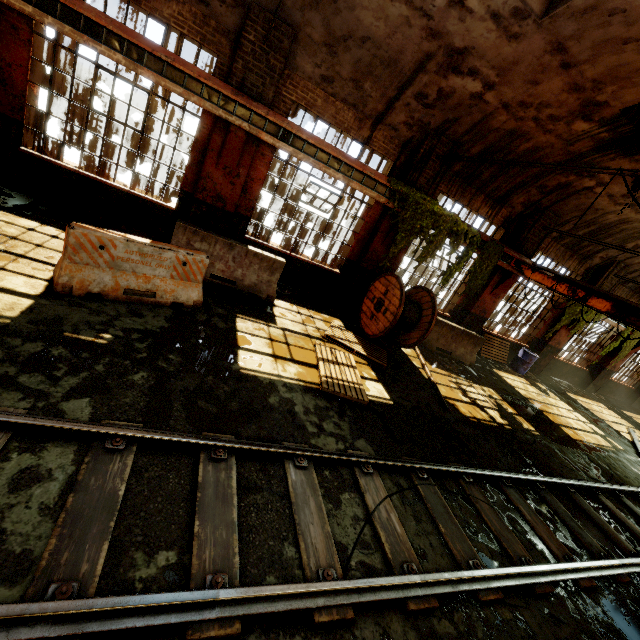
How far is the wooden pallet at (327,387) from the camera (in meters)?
5.75

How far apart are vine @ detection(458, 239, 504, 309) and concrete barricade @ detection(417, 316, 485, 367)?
0.9m

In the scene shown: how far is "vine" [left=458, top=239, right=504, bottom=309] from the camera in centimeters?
1033cm

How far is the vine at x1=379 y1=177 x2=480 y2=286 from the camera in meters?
8.8

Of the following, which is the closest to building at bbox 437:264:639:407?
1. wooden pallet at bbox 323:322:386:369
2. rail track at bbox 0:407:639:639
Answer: wooden pallet at bbox 323:322:386:369

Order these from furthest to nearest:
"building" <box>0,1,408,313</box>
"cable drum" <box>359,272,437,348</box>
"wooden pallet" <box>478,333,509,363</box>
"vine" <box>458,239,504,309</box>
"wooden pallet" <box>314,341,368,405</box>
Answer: "wooden pallet" <box>478,333,509,363</box>
"vine" <box>458,239,504,309</box>
"cable drum" <box>359,272,437,348</box>
"building" <box>0,1,408,313</box>
"wooden pallet" <box>314,341,368,405</box>

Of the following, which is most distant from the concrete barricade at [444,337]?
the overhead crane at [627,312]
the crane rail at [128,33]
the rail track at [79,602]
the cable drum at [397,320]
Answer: the rail track at [79,602]

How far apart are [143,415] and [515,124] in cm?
1019
